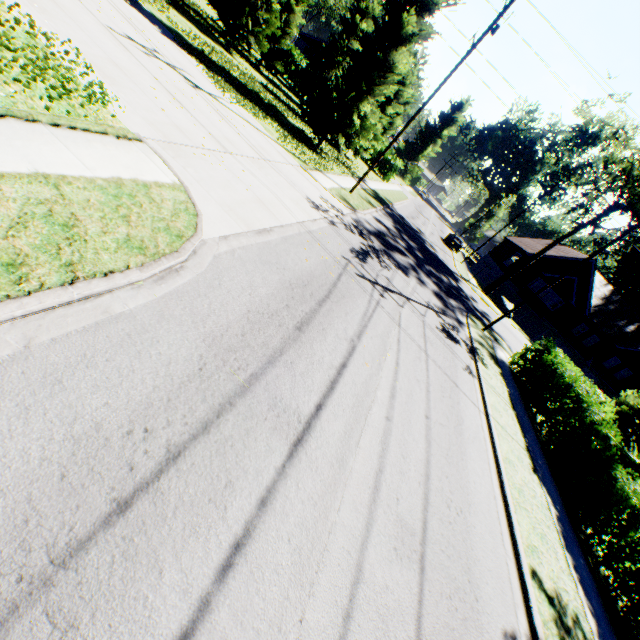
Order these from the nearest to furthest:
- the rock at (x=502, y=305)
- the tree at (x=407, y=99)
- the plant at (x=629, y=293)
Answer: the tree at (x=407, y=99), the rock at (x=502, y=305), the plant at (x=629, y=293)

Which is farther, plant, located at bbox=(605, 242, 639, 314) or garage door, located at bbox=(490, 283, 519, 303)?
plant, located at bbox=(605, 242, 639, 314)

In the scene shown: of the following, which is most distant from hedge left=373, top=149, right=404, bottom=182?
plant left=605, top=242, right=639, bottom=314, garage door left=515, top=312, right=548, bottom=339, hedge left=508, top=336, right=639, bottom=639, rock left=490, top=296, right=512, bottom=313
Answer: plant left=605, top=242, right=639, bottom=314

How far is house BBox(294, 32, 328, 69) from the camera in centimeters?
4481cm

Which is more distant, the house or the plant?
the plant

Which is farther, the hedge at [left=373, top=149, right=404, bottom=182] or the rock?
the hedge at [left=373, top=149, right=404, bottom=182]

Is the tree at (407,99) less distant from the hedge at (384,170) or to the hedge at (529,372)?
the hedge at (384,170)

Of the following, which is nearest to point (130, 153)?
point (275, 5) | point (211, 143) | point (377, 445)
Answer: point (211, 143)
